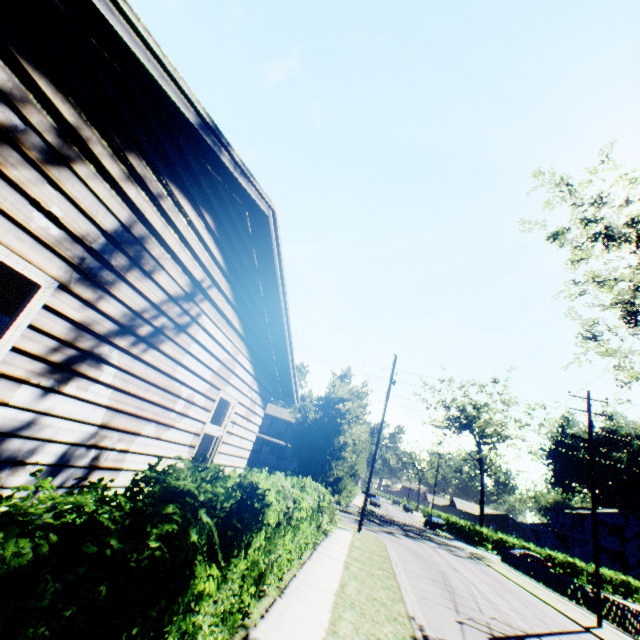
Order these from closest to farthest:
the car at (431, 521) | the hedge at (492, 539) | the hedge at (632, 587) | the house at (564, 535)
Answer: the hedge at (632, 587)
the hedge at (492, 539)
the car at (431, 521)
the house at (564, 535)

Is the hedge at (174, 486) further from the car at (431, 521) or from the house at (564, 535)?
the house at (564, 535)

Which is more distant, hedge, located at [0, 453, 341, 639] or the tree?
the tree

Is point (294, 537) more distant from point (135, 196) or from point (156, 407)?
point (135, 196)

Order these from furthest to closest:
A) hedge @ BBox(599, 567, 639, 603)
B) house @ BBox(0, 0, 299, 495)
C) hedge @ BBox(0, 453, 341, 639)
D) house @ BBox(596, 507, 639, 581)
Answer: house @ BBox(596, 507, 639, 581) < hedge @ BBox(599, 567, 639, 603) < house @ BBox(0, 0, 299, 495) < hedge @ BBox(0, 453, 341, 639)

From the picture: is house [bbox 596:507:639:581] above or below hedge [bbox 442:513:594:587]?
above

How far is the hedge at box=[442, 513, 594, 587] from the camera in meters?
38.4 m

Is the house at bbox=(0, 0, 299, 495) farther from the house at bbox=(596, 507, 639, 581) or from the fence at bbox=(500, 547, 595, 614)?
the house at bbox=(596, 507, 639, 581)
